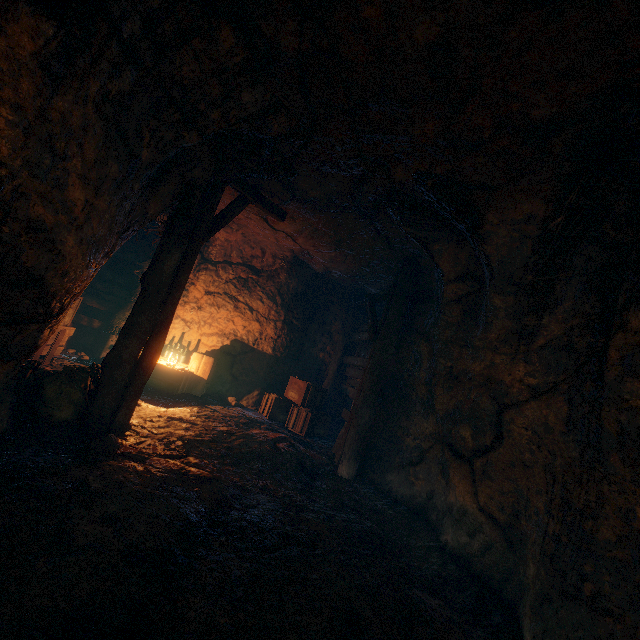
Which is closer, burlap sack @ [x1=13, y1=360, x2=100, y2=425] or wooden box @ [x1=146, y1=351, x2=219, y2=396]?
burlap sack @ [x1=13, y1=360, x2=100, y2=425]

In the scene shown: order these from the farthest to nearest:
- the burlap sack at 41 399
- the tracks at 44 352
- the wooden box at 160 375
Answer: the wooden box at 160 375 < the tracks at 44 352 < the burlap sack at 41 399

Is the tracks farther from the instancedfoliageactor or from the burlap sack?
the burlap sack

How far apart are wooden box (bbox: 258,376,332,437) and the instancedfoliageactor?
4.52m

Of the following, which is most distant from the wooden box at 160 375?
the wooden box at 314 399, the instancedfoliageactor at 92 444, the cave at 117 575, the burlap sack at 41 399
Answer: the burlap sack at 41 399

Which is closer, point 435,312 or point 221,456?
point 221,456

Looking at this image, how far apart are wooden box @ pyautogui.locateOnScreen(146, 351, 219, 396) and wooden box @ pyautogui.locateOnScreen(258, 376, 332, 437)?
1.6m

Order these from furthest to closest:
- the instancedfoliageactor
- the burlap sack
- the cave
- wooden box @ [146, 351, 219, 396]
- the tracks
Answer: wooden box @ [146, 351, 219, 396] < the tracks < the burlap sack < the instancedfoliageactor < the cave
